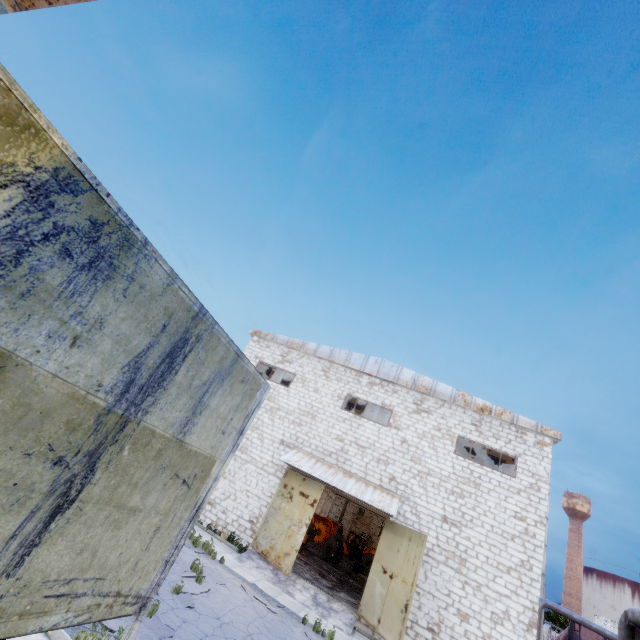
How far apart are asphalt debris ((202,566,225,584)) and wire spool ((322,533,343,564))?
16.03m

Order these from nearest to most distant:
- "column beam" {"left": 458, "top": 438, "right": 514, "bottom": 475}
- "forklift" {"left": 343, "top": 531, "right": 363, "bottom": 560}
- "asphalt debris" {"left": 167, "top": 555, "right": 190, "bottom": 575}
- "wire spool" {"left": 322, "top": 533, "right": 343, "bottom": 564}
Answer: "asphalt debris" {"left": 167, "top": 555, "right": 190, "bottom": 575}
"column beam" {"left": 458, "top": 438, "right": 514, "bottom": 475}
"wire spool" {"left": 322, "top": 533, "right": 343, "bottom": 564}
"forklift" {"left": 343, "top": 531, "right": 363, "bottom": 560}

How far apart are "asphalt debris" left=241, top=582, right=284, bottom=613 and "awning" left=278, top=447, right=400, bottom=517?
4.8m

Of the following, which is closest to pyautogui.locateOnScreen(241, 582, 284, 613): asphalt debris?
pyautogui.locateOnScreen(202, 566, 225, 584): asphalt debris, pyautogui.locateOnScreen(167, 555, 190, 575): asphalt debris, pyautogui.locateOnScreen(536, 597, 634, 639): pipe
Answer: pyautogui.locateOnScreen(202, 566, 225, 584): asphalt debris

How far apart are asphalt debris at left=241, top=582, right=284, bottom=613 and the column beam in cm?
1335

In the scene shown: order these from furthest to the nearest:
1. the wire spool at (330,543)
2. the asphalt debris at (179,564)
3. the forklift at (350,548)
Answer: the forklift at (350,548) → the wire spool at (330,543) → the asphalt debris at (179,564)

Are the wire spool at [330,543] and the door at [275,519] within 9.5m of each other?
no

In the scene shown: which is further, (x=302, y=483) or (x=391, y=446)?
(x=391, y=446)
